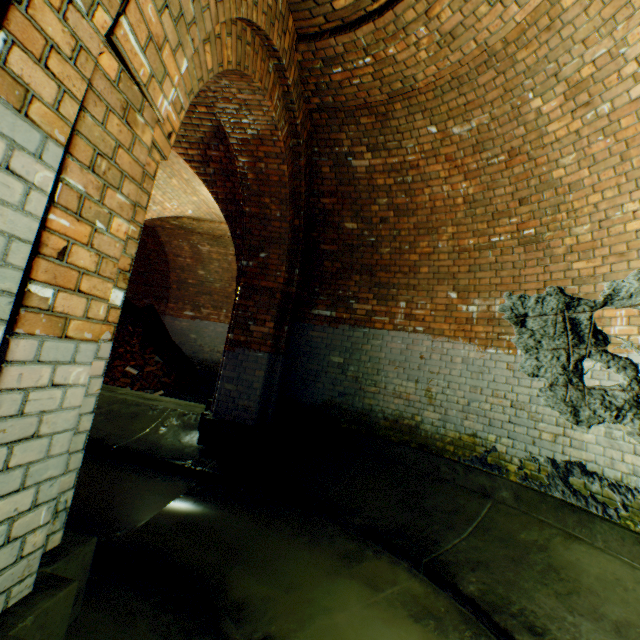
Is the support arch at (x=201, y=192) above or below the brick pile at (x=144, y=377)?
above

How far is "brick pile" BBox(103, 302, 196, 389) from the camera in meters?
8.9 m

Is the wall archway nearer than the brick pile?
Yes

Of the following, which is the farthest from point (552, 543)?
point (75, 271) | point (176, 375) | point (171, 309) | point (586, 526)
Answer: point (171, 309)

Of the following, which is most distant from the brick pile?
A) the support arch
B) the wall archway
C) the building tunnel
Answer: the wall archway

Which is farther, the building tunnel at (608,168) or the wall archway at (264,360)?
the building tunnel at (608,168)

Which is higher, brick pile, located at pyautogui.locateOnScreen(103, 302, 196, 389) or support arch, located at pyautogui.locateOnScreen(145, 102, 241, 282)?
support arch, located at pyautogui.locateOnScreen(145, 102, 241, 282)

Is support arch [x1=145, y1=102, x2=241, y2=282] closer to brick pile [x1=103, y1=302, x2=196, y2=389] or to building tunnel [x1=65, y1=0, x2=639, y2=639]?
building tunnel [x1=65, y1=0, x2=639, y2=639]
